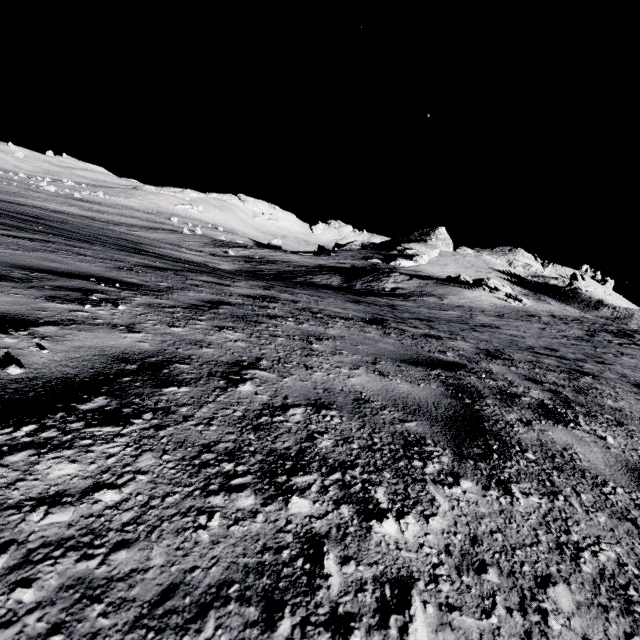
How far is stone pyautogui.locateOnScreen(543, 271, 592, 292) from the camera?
53.31m

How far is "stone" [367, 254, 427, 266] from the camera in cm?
5322

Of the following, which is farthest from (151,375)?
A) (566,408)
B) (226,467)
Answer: (566,408)

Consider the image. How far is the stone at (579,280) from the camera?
53.3m

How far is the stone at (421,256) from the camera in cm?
5322

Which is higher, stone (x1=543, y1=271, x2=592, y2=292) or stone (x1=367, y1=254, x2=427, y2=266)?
stone (x1=543, y1=271, x2=592, y2=292)
